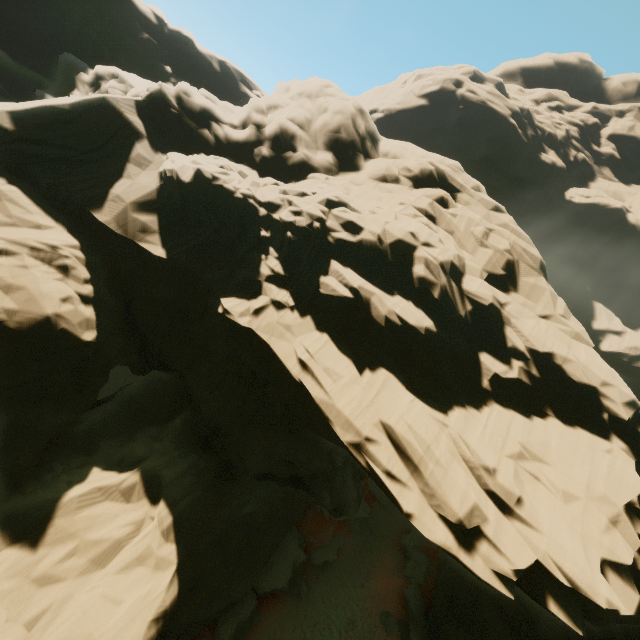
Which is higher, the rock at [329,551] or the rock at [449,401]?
the rock at [449,401]

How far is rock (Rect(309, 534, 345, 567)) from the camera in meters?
21.9

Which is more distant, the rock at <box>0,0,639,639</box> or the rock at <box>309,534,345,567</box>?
the rock at <box>309,534,345,567</box>

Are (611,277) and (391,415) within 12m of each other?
no

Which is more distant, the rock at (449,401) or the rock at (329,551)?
the rock at (329,551)

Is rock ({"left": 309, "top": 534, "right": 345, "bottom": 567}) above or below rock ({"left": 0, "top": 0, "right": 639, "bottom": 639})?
below
